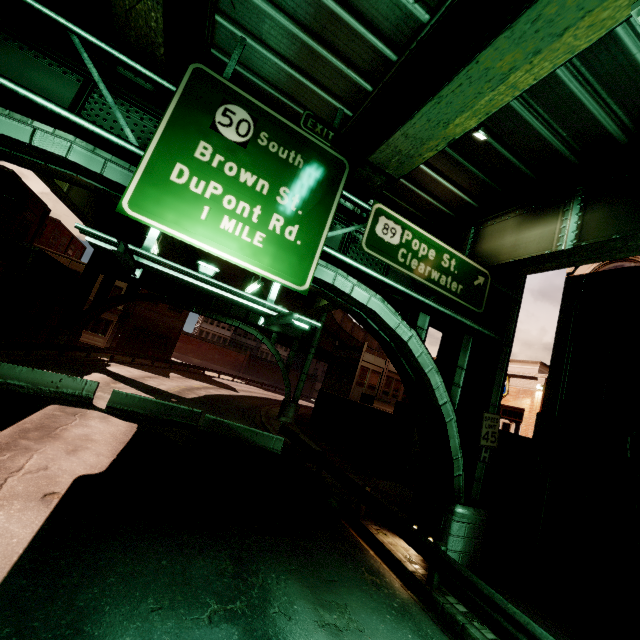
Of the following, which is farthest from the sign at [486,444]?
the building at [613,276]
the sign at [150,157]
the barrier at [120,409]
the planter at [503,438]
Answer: the barrier at [120,409]

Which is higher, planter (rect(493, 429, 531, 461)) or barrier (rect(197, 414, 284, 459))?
planter (rect(493, 429, 531, 461))

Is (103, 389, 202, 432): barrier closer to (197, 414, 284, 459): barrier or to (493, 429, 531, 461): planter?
(197, 414, 284, 459): barrier

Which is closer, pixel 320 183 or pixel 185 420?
pixel 320 183

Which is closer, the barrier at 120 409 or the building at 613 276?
the building at 613 276

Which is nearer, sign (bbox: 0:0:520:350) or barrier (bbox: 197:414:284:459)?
sign (bbox: 0:0:520:350)

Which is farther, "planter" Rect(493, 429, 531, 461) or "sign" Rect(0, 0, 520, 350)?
"planter" Rect(493, 429, 531, 461)

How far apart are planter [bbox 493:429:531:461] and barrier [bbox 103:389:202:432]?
13.8m
